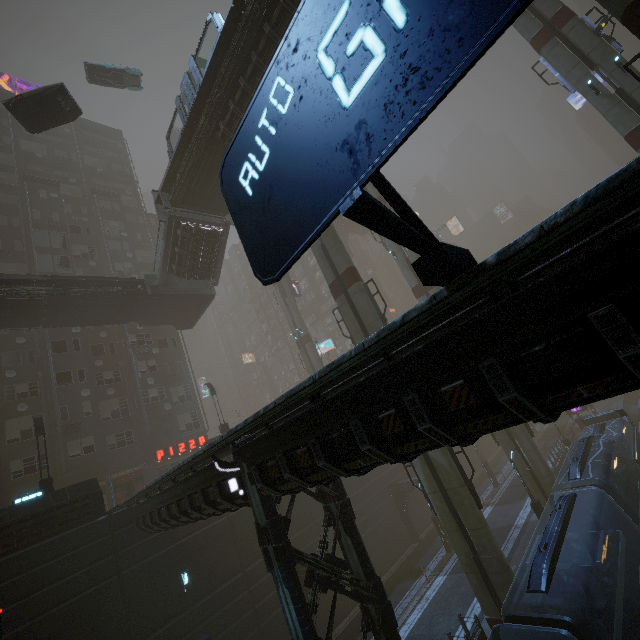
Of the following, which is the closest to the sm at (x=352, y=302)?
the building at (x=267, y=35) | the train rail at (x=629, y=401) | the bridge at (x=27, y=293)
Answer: the building at (x=267, y=35)

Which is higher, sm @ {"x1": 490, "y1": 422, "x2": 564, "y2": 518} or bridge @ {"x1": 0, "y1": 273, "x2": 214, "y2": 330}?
bridge @ {"x1": 0, "y1": 273, "x2": 214, "y2": 330}

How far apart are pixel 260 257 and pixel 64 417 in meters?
30.7 m

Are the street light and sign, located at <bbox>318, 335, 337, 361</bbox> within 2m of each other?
no

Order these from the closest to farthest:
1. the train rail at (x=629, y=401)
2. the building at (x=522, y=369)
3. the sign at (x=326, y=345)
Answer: the building at (x=522, y=369), the train rail at (x=629, y=401), the sign at (x=326, y=345)

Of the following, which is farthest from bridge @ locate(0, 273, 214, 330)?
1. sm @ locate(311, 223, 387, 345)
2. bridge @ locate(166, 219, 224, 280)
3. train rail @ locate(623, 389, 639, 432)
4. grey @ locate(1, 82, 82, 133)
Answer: train rail @ locate(623, 389, 639, 432)

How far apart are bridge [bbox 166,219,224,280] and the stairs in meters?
0.0

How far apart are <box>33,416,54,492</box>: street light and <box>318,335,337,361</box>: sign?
34.7 meters
